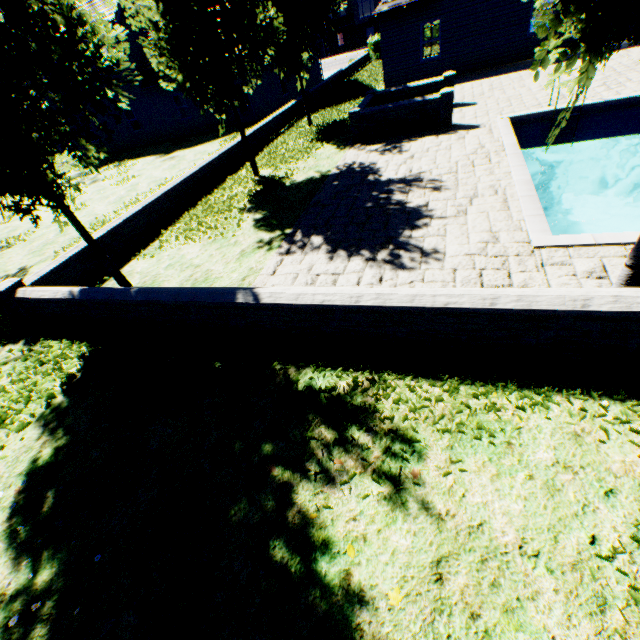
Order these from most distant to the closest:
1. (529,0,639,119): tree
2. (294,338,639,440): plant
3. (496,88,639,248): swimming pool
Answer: (496,88,639,248): swimming pool < (294,338,639,440): plant < (529,0,639,119): tree

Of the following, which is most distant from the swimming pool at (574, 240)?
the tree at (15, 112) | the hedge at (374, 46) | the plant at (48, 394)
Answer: the hedge at (374, 46)

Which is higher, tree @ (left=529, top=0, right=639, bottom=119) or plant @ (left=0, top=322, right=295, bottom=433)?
tree @ (left=529, top=0, right=639, bottom=119)

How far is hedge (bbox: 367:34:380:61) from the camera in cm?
3177

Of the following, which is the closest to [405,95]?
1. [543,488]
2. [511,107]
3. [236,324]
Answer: [511,107]

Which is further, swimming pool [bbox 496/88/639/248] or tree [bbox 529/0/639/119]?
swimming pool [bbox 496/88/639/248]

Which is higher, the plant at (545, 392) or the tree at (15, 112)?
the tree at (15, 112)
